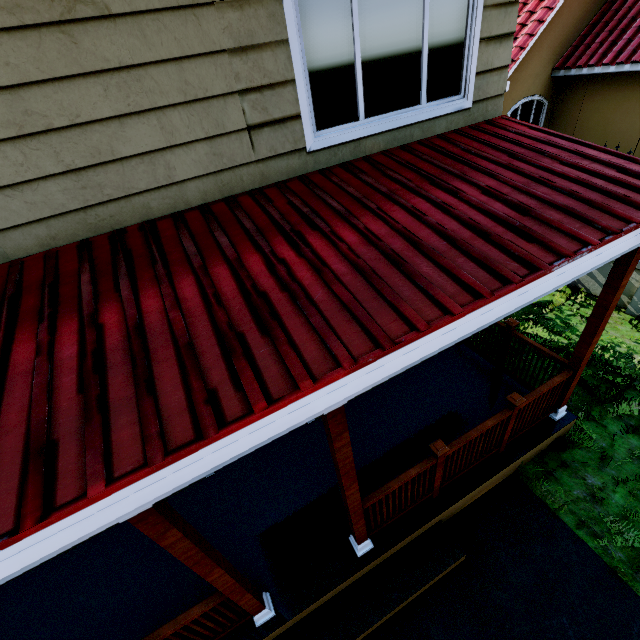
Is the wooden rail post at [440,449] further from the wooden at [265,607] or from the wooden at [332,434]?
the wooden at [265,607]

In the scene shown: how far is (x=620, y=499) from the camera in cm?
394

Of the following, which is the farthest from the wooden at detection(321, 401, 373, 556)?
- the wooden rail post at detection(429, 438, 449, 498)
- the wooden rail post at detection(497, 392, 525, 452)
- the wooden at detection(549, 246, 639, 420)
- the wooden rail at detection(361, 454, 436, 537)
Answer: the wooden at detection(549, 246, 639, 420)

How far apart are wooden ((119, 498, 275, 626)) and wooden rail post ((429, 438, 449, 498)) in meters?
2.1

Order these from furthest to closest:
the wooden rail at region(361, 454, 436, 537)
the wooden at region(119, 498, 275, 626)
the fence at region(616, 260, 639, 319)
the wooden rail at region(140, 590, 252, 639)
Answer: the fence at region(616, 260, 639, 319) → the wooden rail at region(361, 454, 436, 537) → the wooden rail at region(140, 590, 252, 639) → the wooden at region(119, 498, 275, 626)

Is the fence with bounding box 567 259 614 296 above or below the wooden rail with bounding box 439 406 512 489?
below

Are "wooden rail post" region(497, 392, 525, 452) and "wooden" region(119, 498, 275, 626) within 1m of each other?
no

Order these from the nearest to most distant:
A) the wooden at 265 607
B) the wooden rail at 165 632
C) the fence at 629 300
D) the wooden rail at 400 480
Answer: the wooden at 265 607
the wooden rail at 165 632
the wooden rail at 400 480
the fence at 629 300
